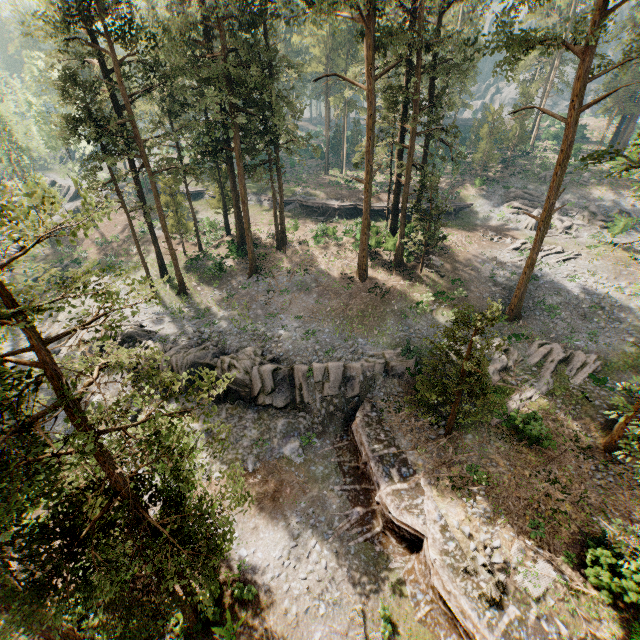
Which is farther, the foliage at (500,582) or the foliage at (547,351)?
the foliage at (547,351)

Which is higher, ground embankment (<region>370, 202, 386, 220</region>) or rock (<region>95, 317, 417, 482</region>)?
ground embankment (<region>370, 202, 386, 220</region>)

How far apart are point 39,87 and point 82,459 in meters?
54.2

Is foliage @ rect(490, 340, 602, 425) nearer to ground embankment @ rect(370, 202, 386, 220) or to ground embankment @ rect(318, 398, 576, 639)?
ground embankment @ rect(318, 398, 576, 639)

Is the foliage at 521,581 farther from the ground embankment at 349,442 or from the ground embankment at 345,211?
the ground embankment at 345,211

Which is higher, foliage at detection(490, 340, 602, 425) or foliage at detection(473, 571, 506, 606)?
foliage at detection(490, 340, 602, 425)

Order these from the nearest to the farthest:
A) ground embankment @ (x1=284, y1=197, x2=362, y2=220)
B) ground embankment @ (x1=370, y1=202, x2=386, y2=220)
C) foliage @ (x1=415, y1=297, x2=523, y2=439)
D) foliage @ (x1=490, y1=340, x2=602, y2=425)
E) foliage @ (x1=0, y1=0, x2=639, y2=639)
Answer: foliage @ (x1=0, y1=0, x2=639, y2=639) → foliage @ (x1=415, y1=297, x2=523, y2=439) → foliage @ (x1=490, y1=340, x2=602, y2=425) → ground embankment @ (x1=370, y1=202, x2=386, y2=220) → ground embankment @ (x1=284, y1=197, x2=362, y2=220)
